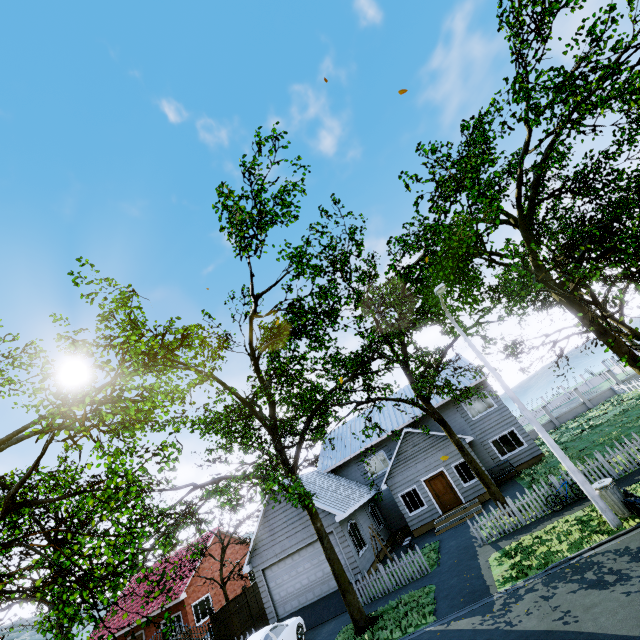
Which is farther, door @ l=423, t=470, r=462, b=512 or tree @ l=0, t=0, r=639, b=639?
Answer: door @ l=423, t=470, r=462, b=512

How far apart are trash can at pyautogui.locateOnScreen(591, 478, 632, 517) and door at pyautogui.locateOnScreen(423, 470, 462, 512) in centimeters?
1107cm

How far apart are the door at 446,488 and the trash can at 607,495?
11.07m

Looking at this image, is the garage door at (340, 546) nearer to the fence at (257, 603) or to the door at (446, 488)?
the fence at (257, 603)

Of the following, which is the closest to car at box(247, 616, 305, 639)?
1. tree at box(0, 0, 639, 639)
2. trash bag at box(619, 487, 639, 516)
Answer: tree at box(0, 0, 639, 639)

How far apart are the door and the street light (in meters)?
11.29

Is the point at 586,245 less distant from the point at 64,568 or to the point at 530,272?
the point at 530,272

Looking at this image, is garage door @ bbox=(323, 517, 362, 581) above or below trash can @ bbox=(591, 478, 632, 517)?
above
